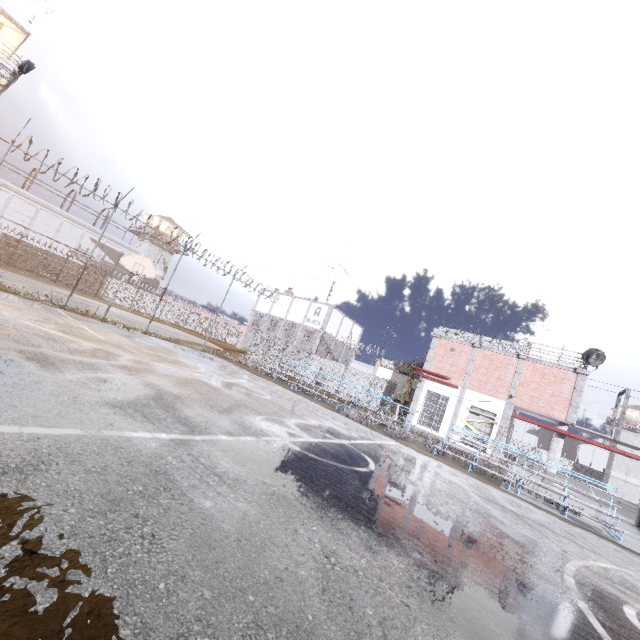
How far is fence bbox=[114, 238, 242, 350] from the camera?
18.8 meters

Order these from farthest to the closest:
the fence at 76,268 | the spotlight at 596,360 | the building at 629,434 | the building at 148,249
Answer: the building at 629,434
the building at 148,249
the spotlight at 596,360
the fence at 76,268

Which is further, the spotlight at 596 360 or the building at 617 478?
the building at 617 478

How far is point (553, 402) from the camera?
19.44m

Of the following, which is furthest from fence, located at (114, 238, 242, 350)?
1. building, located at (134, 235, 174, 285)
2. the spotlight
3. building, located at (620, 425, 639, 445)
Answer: building, located at (134, 235, 174, 285)

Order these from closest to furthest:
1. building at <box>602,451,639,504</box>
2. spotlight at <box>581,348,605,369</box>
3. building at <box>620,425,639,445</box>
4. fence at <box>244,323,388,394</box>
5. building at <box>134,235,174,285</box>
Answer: spotlight at <box>581,348,605,369</box> → fence at <box>244,323,388,394</box> → building at <box>134,235,174,285</box> → building at <box>602,451,639,504</box> → building at <box>620,425,639,445</box>

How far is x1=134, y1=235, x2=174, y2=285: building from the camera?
47.8m

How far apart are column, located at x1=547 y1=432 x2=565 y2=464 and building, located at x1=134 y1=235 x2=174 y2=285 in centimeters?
5142cm
